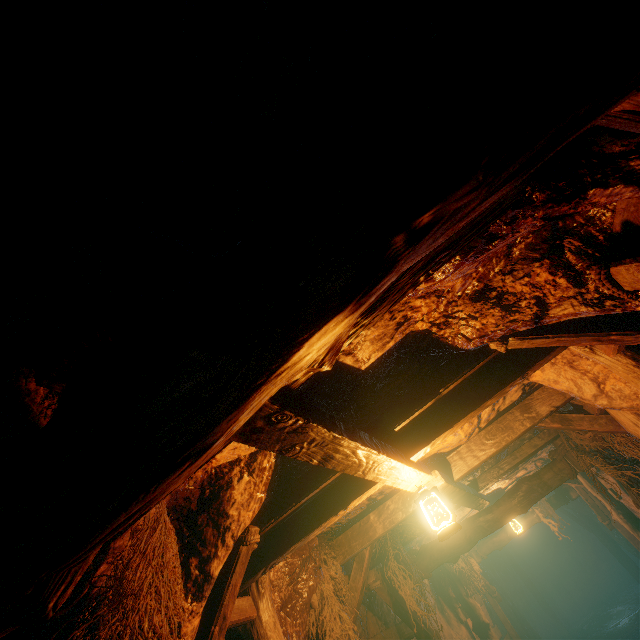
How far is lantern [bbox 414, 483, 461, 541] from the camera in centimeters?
280cm

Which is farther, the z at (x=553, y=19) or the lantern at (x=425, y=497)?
the lantern at (x=425, y=497)

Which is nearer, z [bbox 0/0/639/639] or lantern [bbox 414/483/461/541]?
z [bbox 0/0/639/639]

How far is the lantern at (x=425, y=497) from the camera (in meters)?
2.80

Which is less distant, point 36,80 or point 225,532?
point 36,80
